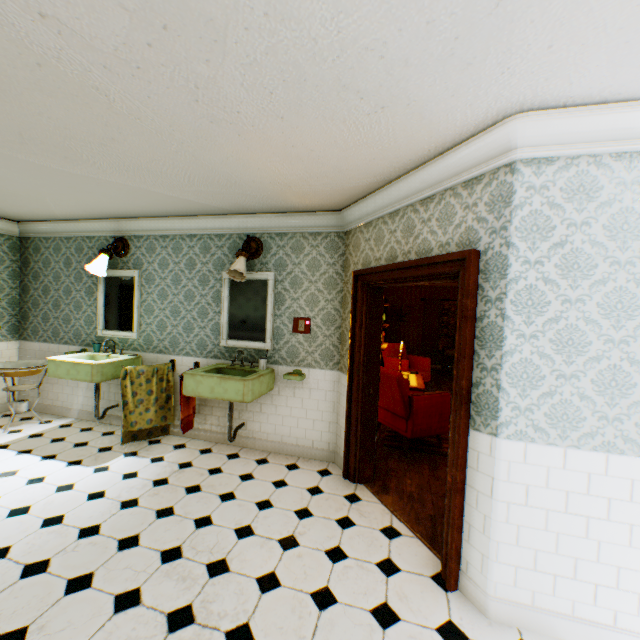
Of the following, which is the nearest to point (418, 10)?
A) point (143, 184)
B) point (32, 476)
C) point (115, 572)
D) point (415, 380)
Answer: point (143, 184)

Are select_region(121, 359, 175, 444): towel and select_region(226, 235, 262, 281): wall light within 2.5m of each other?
yes

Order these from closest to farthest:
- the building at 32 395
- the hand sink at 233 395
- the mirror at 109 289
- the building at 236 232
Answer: the building at 236 232
the hand sink at 233 395
the mirror at 109 289
the building at 32 395

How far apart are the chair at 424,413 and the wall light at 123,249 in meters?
4.1

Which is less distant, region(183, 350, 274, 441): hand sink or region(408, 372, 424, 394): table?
region(183, 350, 274, 441): hand sink

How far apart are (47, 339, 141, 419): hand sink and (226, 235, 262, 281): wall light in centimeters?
206cm

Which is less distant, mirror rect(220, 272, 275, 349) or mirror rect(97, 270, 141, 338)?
mirror rect(220, 272, 275, 349)

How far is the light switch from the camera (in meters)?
4.19
